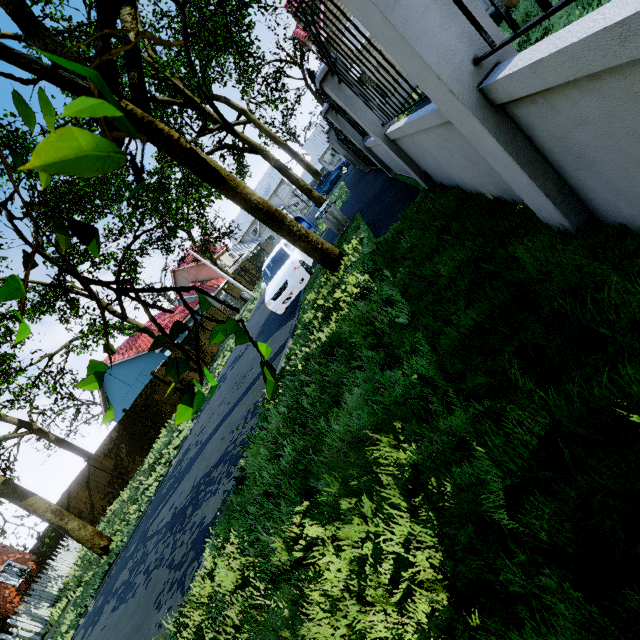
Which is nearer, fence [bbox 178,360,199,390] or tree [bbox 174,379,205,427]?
tree [bbox 174,379,205,427]

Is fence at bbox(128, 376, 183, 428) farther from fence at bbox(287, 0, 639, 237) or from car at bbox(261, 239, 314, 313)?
fence at bbox(287, 0, 639, 237)

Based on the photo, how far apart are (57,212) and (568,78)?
24.55m

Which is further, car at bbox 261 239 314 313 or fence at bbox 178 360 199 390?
fence at bbox 178 360 199 390

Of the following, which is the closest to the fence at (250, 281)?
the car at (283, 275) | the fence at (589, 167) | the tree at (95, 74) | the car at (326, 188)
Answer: the tree at (95, 74)

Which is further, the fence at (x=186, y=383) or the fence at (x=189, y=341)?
the fence at (x=189, y=341)

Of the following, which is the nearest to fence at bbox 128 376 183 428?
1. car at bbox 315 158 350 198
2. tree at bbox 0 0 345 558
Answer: tree at bbox 0 0 345 558

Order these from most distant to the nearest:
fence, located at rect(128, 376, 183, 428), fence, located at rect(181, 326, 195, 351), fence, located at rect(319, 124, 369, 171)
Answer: fence, located at rect(181, 326, 195, 351) < fence, located at rect(128, 376, 183, 428) < fence, located at rect(319, 124, 369, 171)
